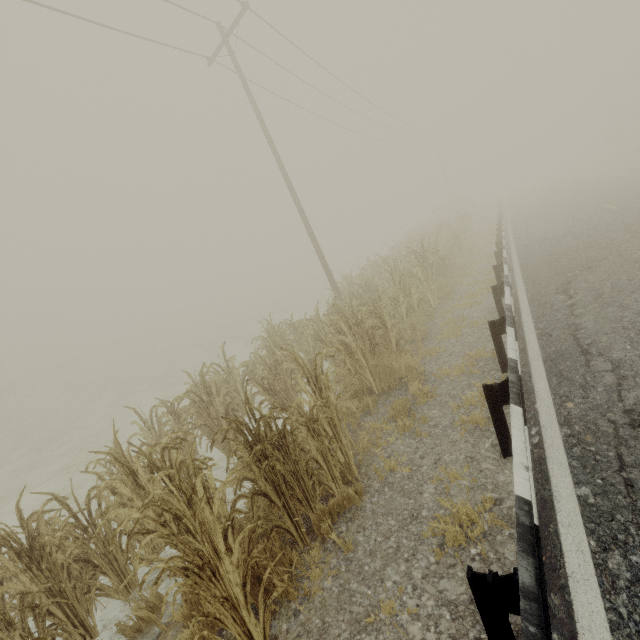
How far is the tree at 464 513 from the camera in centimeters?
286cm

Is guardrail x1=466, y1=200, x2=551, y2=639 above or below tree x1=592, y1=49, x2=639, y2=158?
below

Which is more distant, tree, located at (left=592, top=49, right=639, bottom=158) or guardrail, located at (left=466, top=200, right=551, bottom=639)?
tree, located at (left=592, top=49, right=639, bottom=158)

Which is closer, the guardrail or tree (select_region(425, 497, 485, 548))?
the guardrail

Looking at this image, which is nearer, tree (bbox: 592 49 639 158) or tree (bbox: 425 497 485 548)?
tree (bbox: 425 497 485 548)

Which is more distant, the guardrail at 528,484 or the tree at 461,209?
the tree at 461,209

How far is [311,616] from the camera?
2.78m

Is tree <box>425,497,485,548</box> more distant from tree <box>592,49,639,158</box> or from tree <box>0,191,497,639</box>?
tree <box>592,49,639,158</box>
